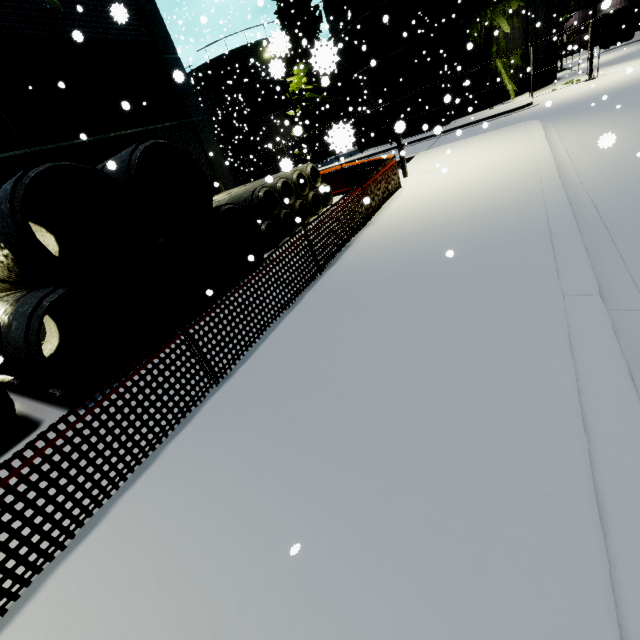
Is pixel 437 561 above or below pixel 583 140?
above

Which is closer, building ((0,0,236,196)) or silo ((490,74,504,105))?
building ((0,0,236,196))

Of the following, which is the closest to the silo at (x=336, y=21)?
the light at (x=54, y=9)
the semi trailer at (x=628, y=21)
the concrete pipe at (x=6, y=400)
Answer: the semi trailer at (x=628, y=21)

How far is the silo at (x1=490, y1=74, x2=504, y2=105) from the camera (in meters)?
24.47

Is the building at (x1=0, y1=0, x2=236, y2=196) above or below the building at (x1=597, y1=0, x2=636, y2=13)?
above

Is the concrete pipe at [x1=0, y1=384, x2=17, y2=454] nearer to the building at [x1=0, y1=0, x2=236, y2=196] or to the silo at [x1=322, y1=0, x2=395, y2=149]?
the building at [x1=0, y1=0, x2=236, y2=196]

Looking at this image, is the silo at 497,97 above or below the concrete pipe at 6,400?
above
